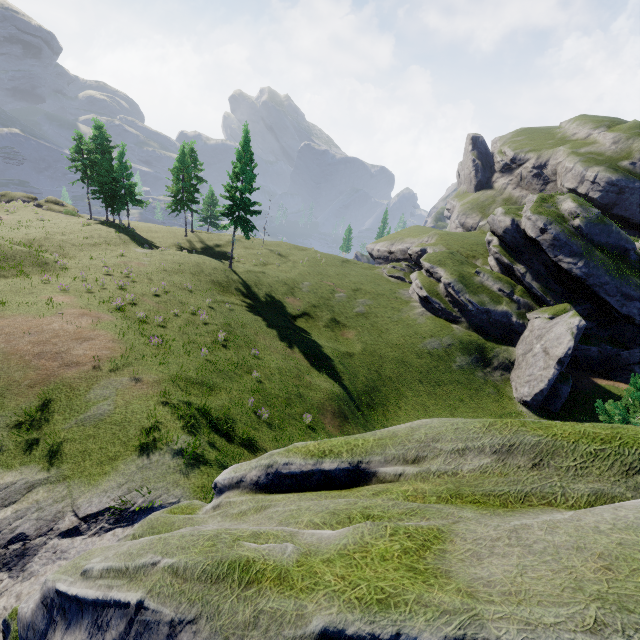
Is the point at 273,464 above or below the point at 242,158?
below
